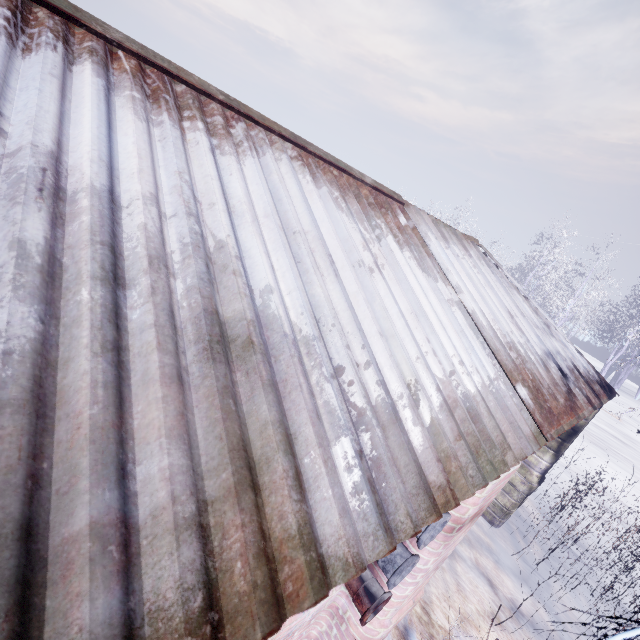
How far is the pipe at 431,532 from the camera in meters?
1.5

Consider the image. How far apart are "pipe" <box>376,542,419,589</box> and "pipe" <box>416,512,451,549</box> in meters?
0.1

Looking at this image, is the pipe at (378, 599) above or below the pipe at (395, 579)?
below

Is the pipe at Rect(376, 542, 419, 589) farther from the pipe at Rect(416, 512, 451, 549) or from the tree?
the tree

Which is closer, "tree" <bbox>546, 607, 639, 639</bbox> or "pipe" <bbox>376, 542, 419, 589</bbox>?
"tree" <bbox>546, 607, 639, 639</bbox>

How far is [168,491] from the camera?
0.6m

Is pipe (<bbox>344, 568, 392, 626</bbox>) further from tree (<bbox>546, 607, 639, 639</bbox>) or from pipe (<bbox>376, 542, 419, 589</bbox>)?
tree (<bbox>546, 607, 639, 639</bbox>)

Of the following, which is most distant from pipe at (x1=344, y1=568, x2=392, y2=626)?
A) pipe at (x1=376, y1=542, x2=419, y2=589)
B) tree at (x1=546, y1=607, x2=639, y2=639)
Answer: tree at (x1=546, y1=607, x2=639, y2=639)
